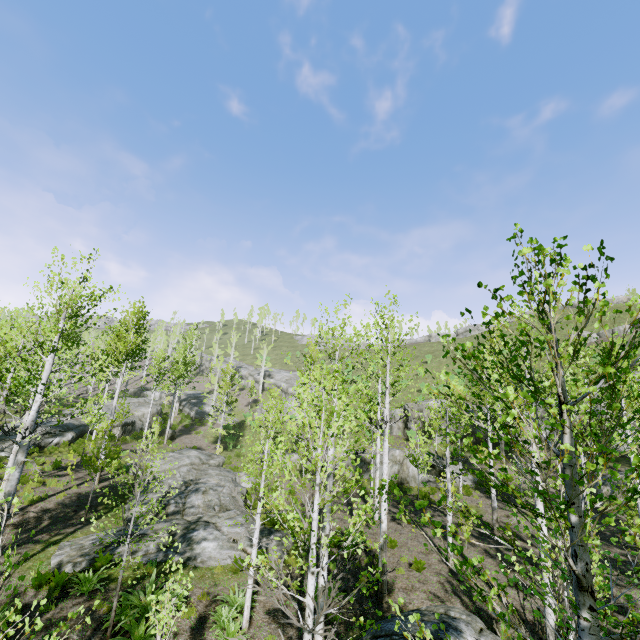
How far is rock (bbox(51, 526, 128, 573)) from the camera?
10.3m

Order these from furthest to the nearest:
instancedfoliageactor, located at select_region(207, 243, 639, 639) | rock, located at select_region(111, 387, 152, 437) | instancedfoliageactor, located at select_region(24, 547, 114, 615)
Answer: rock, located at select_region(111, 387, 152, 437)
instancedfoliageactor, located at select_region(24, 547, 114, 615)
instancedfoliageactor, located at select_region(207, 243, 639, 639)

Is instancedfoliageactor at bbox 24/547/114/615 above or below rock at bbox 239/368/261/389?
below

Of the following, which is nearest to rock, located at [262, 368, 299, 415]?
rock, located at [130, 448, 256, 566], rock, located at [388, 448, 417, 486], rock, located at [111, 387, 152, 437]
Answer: rock, located at [388, 448, 417, 486]

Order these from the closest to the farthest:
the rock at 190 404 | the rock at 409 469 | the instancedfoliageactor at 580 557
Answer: the instancedfoliageactor at 580 557, the rock at 409 469, the rock at 190 404

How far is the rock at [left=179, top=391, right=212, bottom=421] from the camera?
41.31m

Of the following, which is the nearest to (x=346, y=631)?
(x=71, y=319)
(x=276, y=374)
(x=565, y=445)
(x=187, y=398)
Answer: (x=565, y=445)

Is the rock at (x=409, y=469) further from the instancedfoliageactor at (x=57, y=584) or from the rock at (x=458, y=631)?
the instancedfoliageactor at (x=57, y=584)
